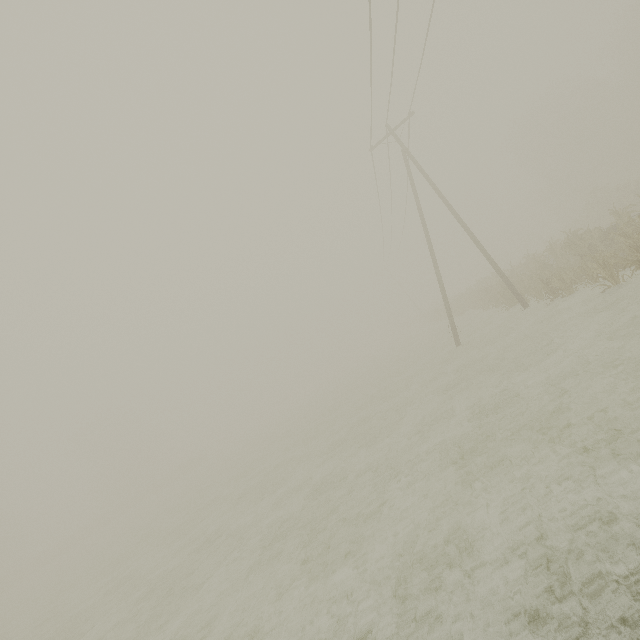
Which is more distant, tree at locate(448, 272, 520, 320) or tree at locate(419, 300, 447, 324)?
tree at locate(419, 300, 447, 324)

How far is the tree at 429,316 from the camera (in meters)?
38.73

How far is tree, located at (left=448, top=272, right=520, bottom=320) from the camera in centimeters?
1906cm

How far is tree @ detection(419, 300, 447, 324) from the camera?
38.73m

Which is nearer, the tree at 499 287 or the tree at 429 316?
the tree at 499 287

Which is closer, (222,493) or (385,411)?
(385,411)
